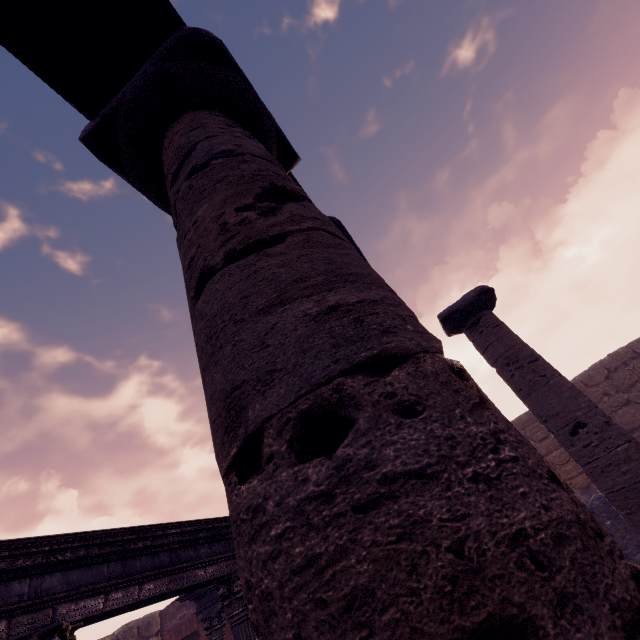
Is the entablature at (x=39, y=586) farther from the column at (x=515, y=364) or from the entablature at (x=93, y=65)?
the column at (x=515, y=364)

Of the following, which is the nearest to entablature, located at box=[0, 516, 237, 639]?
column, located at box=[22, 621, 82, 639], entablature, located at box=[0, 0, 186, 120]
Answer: column, located at box=[22, 621, 82, 639]

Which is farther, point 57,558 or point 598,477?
point 598,477

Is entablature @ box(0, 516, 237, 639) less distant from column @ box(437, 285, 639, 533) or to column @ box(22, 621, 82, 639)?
column @ box(22, 621, 82, 639)

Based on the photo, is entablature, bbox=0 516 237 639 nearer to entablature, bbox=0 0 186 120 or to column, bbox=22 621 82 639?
column, bbox=22 621 82 639

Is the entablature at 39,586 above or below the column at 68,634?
above

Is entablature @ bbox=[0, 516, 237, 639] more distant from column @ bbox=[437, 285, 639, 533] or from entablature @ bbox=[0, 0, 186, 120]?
column @ bbox=[437, 285, 639, 533]

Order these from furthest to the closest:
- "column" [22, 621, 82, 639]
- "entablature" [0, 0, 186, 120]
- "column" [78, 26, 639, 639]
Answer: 1. "column" [22, 621, 82, 639]
2. "entablature" [0, 0, 186, 120]
3. "column" [78, 26, 639, 639]
